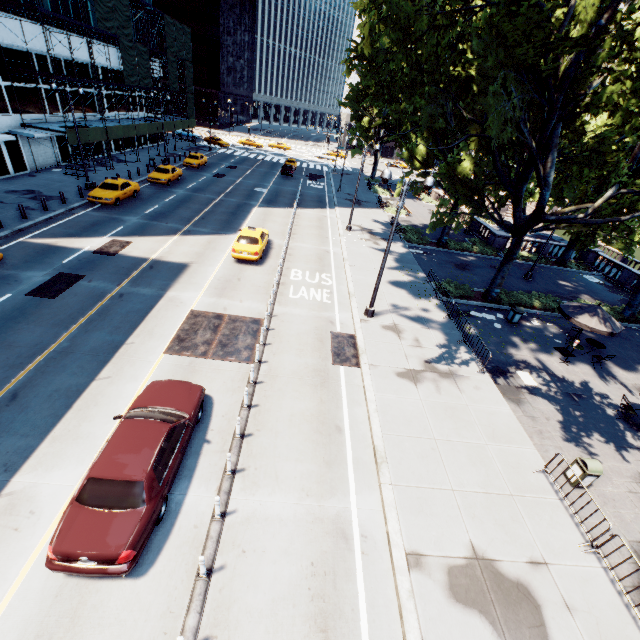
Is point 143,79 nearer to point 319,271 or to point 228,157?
point 228,157

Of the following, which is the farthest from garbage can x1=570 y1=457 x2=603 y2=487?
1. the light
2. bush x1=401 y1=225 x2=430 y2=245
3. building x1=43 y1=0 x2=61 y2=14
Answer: building x1=43 y1=0 x2=61 y2=14

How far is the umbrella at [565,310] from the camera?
15.31m

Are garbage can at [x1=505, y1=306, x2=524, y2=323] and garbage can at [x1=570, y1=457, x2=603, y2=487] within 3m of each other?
no

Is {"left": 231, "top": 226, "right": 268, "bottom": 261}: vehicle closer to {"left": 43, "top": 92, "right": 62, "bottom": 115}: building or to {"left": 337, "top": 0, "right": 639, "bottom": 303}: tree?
{"left": 337, "top": 0, "right": 639, "bottom": 303}: tree

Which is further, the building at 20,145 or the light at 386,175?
the building at 20,145

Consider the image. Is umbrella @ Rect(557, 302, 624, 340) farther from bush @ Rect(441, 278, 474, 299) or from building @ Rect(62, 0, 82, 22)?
building @ Rect(62, 0, 82, 22)

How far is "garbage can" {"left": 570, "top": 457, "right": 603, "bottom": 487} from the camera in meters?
10.0
